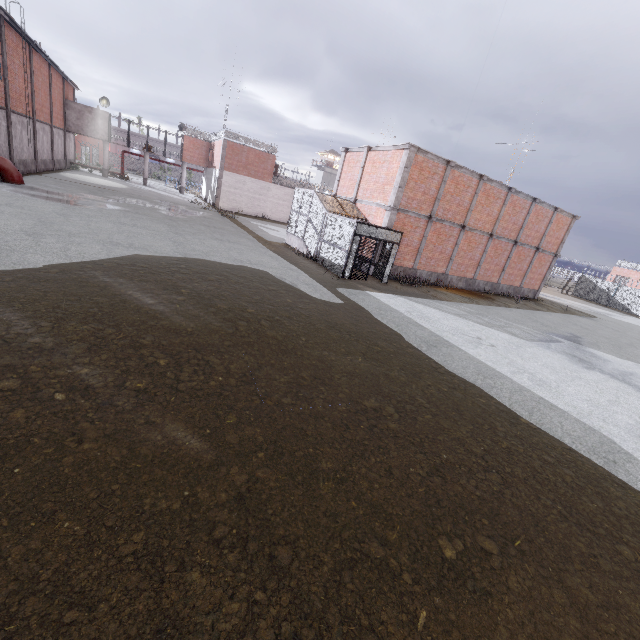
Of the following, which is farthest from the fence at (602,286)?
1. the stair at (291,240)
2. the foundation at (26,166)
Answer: the stair at (291,240)

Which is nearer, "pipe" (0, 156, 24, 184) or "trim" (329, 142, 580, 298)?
"trim" (329, 142, 580, 298)

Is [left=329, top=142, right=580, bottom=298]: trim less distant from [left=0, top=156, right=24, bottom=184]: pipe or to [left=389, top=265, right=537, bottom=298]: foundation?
[left=389, top=265, right=537, bottom=298]: foundation

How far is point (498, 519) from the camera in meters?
4.3 m

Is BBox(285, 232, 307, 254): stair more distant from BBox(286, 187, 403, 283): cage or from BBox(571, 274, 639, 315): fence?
BBox(571, 274, 639, 315): fence

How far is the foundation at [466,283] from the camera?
20.1m

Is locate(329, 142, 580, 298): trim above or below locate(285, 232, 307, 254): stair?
above

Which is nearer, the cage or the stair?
the cage
